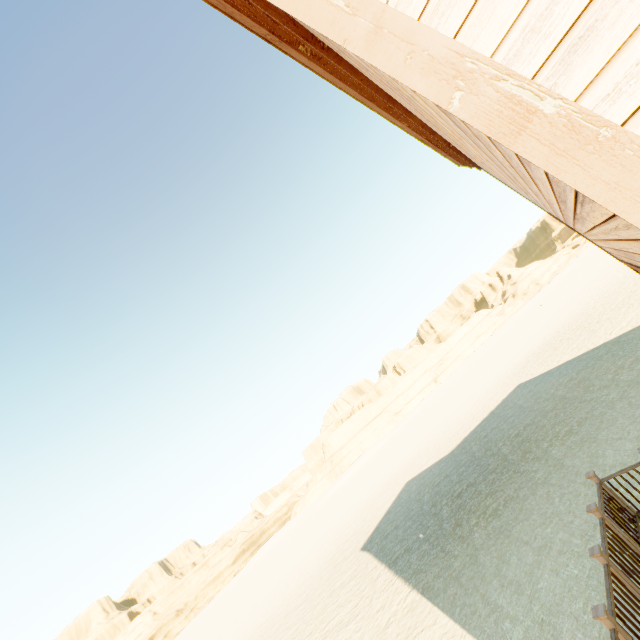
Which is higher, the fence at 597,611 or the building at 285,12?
the building at 285,12

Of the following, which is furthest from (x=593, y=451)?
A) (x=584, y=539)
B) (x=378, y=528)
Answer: (x=378, y=528)

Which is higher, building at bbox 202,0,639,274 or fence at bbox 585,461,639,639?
building at bbox 202,0,639,274

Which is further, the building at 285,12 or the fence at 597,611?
the fence at 597,611

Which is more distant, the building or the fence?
the fence
